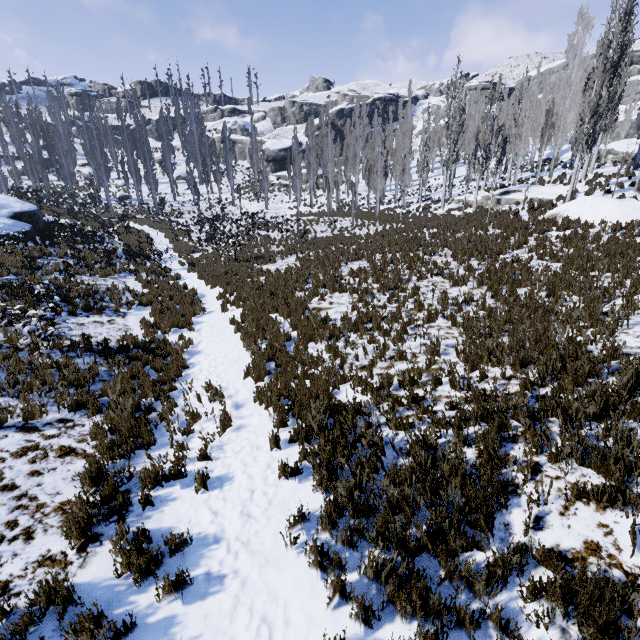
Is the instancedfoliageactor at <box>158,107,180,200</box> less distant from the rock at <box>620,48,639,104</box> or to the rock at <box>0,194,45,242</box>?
the rock at <box>620,48,639,104</box>

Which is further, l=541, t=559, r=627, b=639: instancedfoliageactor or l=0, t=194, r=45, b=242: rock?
l=0, t=194, r=45, b=242: rock

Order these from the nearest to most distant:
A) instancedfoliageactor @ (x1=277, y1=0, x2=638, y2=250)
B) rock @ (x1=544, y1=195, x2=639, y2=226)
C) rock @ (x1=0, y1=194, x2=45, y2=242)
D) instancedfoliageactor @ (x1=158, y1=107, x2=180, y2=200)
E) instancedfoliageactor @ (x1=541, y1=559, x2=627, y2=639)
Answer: instancedfoliageactor @ (x1=541, y1=559, x2=627, y2=639), rock @ (x1=544, y1=195, x2=639, y2=226), instancedfoliageactor @ (x1=277, y1=0, x2=638, y2=250), rock @ (x1=0, y1=194, x2=45, y2=242), instancedfoliageactor @ (x1=158, y1=107, x2=180, y2=200)

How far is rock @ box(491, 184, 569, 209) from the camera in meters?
20.5

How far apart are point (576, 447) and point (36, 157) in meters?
57.3 m

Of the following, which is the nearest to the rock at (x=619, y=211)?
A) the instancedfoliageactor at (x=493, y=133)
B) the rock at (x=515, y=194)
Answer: → the instancedfoliageactor at (x=493, y=133)

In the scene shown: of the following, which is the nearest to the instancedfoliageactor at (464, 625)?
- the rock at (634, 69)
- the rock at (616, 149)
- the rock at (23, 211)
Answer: the rock at (616, 149)

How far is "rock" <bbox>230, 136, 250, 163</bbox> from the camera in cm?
5884
